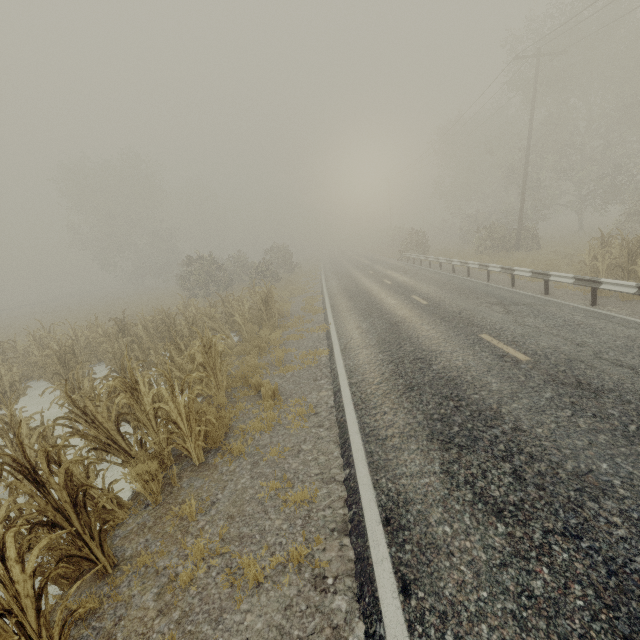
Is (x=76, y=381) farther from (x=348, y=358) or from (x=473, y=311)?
(x=473, y=311)

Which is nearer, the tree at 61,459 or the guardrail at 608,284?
the tree at 61,459

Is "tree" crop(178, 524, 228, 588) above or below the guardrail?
below

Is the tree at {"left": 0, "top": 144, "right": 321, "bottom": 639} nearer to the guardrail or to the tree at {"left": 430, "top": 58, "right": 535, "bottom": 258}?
the guardrail

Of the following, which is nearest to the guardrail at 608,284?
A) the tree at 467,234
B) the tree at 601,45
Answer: the tree at 601,45

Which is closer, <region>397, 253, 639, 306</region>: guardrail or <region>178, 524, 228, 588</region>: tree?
<region>178, 524, 228, 588</region>: tree

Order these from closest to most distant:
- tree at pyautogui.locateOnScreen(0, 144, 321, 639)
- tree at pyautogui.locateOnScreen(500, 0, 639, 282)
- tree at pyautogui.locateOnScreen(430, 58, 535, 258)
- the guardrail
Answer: tree at pyautogui.locateOnScreen(0, 144, 321, 639) < the guardrail < tree at pyautogui.locateOnScreen(500, 0, 639, 282) < tree at pyautogui.locateOnScreen(430, 58, 535, 258)
